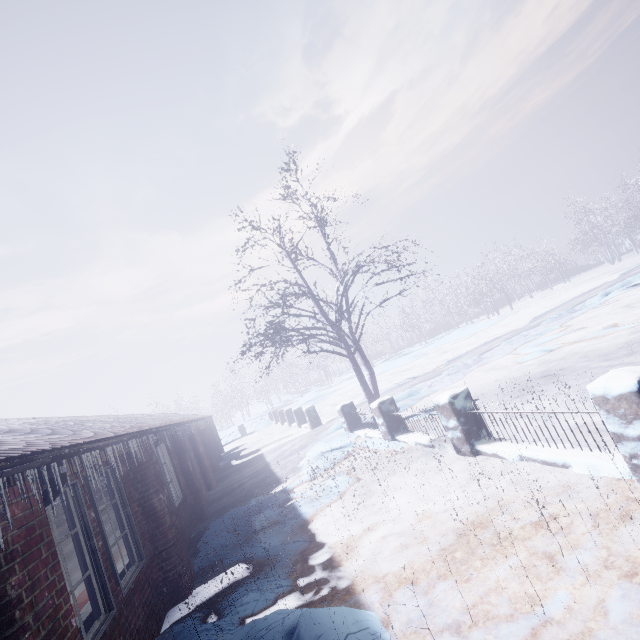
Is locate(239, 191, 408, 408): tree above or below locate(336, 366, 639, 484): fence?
above

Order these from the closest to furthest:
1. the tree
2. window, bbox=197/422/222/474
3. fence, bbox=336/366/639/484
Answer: fence, bbox=336/366/639/484, the tree, window, bbox=197/422/222/474

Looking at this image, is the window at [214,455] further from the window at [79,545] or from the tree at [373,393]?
the tree at [373,393]

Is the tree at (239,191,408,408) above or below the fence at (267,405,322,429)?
above

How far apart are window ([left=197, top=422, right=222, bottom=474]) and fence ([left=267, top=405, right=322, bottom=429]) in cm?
375

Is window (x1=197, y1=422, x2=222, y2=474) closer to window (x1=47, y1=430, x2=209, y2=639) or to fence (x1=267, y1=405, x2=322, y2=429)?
window (x1=47, y1=430, x2=209, y2=639)

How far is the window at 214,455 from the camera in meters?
13.3

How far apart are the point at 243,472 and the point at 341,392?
14.2 meters
